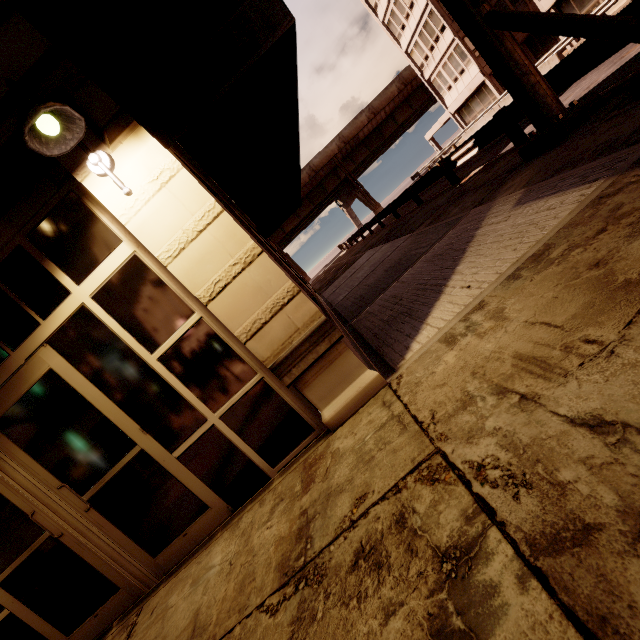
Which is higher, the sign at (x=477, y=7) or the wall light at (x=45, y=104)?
the wall light at (x=45, y=104)

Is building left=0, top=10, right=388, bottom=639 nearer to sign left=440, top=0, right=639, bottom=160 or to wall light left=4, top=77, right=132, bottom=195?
Answer: wall light left=4, top=77, right=132, bottom=195

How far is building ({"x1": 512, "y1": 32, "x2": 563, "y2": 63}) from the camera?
26.5 meters

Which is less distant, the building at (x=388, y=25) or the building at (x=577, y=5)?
the building at (x=577, y=5)

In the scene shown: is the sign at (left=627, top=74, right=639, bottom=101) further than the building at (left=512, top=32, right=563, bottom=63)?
No

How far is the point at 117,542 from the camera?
3.5 meters

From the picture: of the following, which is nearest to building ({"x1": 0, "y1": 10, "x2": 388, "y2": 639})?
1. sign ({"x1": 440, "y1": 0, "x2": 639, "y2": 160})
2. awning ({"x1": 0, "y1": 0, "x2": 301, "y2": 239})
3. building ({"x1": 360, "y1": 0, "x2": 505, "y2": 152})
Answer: awning ({"x1": 0, "y1": 0, "x2": 301, "y2": 239})

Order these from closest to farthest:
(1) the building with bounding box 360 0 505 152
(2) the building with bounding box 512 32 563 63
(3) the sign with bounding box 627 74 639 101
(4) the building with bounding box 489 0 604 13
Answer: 1. (3) the sign with bounding box 627 74 639 101
2. (4) the building with bounding box 489 0 604 13
3. (2) the building with bounding box 512 32 563 63
4. (1) the building with bounding box 360 0 505 152
